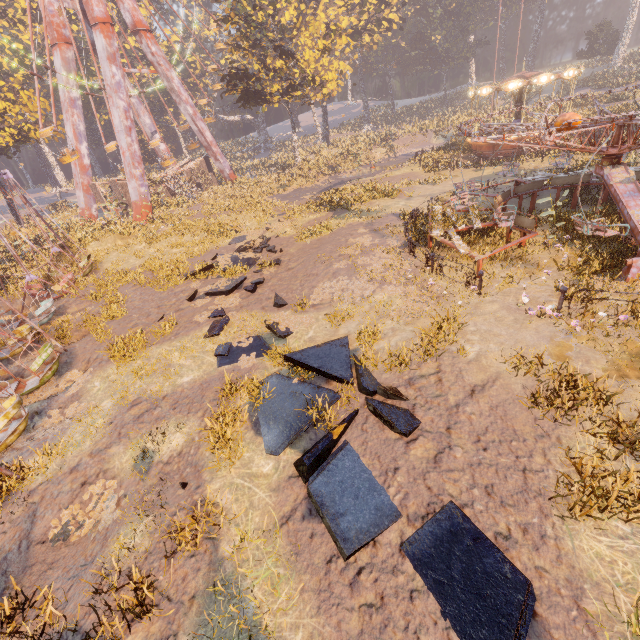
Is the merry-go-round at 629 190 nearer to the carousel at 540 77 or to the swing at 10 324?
the carousel at 540 77

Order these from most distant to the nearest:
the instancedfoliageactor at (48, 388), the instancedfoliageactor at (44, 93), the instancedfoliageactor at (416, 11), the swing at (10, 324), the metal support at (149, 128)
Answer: the instancedfoliageactor at (416, 11), the metal support at (149, 128), the instancedfoliageactor at (44, 93), the instancedfoliageactor at (48, 388), the swing at (10, 324)

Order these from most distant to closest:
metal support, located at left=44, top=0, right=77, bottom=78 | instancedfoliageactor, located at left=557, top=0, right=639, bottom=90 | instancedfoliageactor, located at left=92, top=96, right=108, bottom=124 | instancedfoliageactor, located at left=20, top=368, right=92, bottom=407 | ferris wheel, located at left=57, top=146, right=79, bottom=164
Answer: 1. instancedfoliageactor, located at left=92, top=96, right=108, bottom=124
2. instancedfoliageactor, located at left=557, top=0, right=639, bottom=90
3. metal support, located at left=44, top=0, right=77, bottom=78
4. ferris wheel, located at left=57, top=146, right=79, bottom=164
5. instancedfoliageactor, located at left=20, top=368, right=92, bottom=407

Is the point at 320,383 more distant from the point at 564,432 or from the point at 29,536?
the point at 29,536

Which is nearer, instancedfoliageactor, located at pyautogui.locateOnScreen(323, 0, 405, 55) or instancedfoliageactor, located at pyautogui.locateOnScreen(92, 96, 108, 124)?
instancedfoliageactor, located at pyautogui.locateOnScreen(323, 0, 405, 55)

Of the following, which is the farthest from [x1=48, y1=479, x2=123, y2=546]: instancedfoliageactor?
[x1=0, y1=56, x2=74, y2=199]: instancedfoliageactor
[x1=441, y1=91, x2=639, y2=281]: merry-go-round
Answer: [x1=0, y1=56, x2=74, y2=199]: instancedfoliageactor

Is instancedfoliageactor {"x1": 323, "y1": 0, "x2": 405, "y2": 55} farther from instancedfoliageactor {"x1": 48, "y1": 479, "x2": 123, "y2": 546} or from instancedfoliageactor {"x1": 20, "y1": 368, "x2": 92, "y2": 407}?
instancedfoliageactor {"x1": 48, "y1": 479, "x2": 123, "y2": 546}

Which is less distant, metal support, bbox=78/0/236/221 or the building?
metal support, bbox=78/0/236/221
